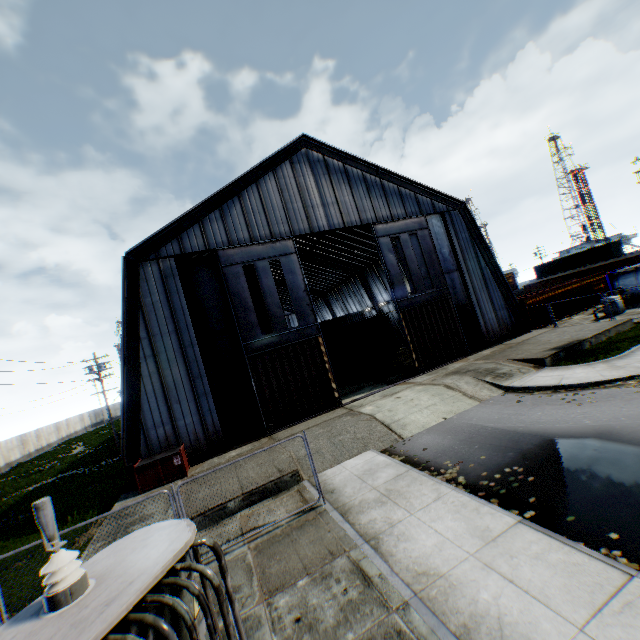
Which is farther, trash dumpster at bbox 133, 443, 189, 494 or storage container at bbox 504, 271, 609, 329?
storage container at bbox 504, 271, 609, 329

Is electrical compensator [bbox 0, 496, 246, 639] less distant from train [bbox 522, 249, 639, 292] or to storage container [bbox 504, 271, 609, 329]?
storage container [bbox 504, 271, 609, 329]

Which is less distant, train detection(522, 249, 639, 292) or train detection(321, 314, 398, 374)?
train detection(321, 314, 398, 374)

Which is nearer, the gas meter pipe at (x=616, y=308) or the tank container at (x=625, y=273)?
the gas meter pipe at (x=616, y=308)

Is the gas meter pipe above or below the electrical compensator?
below

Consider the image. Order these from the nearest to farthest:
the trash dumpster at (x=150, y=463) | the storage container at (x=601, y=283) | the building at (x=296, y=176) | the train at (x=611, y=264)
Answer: the trash dumpster at (x=150, y=463) < the building at (x=296, y=176) < the storage container at (x=601, y=283) < the train at (x=611, y=264)

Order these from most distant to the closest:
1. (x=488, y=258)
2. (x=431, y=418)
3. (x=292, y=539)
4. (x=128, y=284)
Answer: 1. (x=488, y=258)
2. (x=128, y=284)
3. (x=431, y=418)
4. (x=292, y=539)

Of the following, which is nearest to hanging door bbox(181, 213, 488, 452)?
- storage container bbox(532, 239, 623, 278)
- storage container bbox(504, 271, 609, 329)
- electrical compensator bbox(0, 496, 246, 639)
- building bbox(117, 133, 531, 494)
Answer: building bbox(117, 133, 531, 494)
